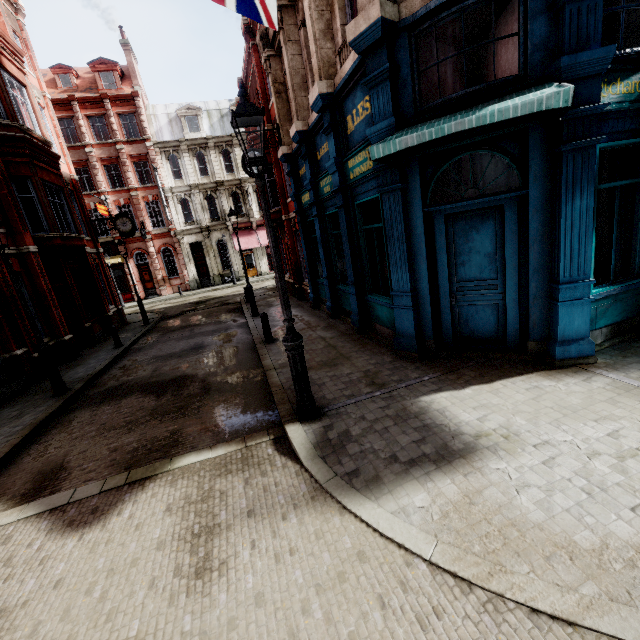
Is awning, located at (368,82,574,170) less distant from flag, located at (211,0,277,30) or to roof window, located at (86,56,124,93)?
flag, located at (211,0,277,30)

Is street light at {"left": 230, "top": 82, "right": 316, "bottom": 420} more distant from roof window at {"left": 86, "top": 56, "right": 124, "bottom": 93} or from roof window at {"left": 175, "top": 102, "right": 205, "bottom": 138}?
roof window at {"left": 86, "top": 56, "right": 124, "bottom": 93}

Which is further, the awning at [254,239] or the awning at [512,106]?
the awning at [254,239]

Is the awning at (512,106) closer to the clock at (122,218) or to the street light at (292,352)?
the street light at (292,352)

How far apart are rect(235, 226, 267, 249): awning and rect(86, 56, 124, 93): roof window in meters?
15.4

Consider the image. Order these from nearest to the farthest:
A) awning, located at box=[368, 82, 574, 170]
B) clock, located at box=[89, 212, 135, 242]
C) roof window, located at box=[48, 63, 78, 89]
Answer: awning, located at box=[368, 82, 574, 170] → clock, located at box=[89, 212, 135, 242] → roof window, located at box=[48, 63, 78, 89]

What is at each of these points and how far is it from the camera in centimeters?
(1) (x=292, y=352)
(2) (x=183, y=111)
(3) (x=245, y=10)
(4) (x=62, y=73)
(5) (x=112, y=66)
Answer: (1) street light, 498cm
(2) roof window, 3072cm
(3) flag, 434cm
(4) roof window, 2897cm
(5) roof window, 2920cm

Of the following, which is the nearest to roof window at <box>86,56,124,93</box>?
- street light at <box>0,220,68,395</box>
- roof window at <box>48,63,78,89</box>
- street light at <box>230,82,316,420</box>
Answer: roof window at <box>48,63,78,89</box>
